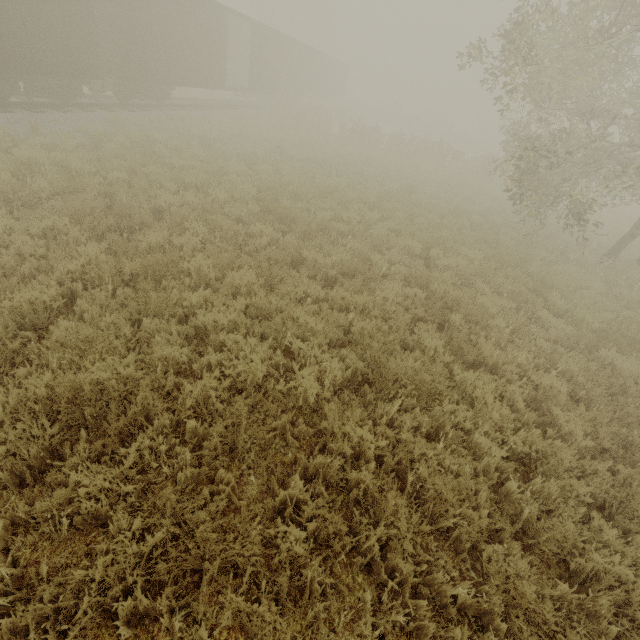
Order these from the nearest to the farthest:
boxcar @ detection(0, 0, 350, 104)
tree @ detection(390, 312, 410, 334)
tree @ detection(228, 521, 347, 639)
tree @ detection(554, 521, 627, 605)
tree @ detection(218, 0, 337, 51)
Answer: tree @ detection(228, 521, 347, 639), tree @ detection(554, 521, 627, 605), tree @ detection(390, 312, 410, 334), boxcar @ detection(0, 0, 350, 104), tree @ detection(218, 0, 337, 51)

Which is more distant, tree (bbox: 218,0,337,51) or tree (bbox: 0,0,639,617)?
tree (bbox: 218,0,337,51)

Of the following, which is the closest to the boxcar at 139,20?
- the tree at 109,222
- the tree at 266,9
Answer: the tree at 109,222

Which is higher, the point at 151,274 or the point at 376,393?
the point at 151,274

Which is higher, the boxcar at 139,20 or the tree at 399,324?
the boxcar at 139,20

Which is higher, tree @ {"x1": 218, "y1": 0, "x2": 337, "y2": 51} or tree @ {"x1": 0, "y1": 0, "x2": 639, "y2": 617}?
tree @ {"x1": 218, "y1": 0, "x2": 337, "y2": 51}

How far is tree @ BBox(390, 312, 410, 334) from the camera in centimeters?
592cm
